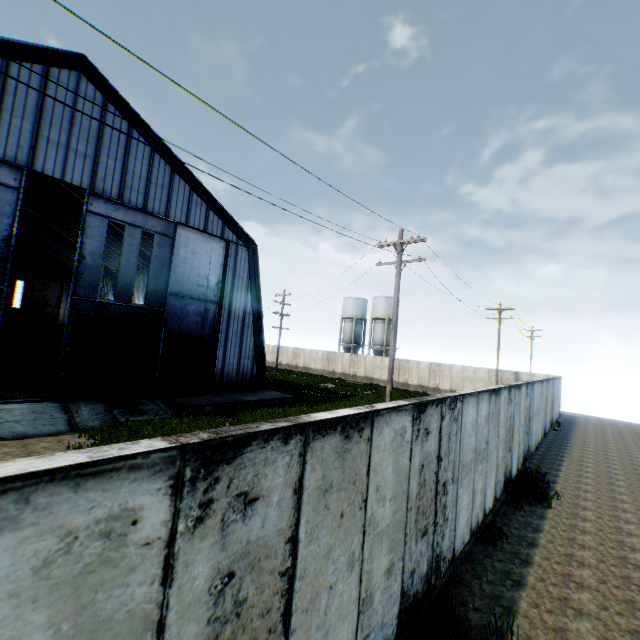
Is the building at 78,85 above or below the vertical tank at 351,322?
above

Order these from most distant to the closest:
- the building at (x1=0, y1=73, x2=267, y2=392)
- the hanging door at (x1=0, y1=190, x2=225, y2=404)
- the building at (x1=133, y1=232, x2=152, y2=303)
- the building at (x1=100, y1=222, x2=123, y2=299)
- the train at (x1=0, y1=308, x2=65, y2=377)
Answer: the building at (x1=100, y1=222, x2=123, y2=299) < the building at (x1=133, y1=232, x2=152, y2=303) < the train at (x1=0, y1=308, x2=65, y2=377) < the hanging door at (x1=0, y1=190, x2=225, y2=404) < the building at (x1=0, y1=73, x2=267, y2=392)

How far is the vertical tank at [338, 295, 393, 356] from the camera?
48.0 meters

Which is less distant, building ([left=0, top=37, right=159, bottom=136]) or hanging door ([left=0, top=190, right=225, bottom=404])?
building ([left=0, top=37, right=159, bottom=136])

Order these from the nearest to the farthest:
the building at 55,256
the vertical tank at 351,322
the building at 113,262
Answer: the building at 55,256 → the building at 113,262 → the vertical tank at 351,322

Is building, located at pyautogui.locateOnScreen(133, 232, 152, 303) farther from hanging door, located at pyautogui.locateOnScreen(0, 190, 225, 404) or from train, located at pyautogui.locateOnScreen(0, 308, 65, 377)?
train, located at pyautogui.locateOnScreen(0, 308, 65, 377)

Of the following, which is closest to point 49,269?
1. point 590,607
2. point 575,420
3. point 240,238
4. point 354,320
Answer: point 240,238
